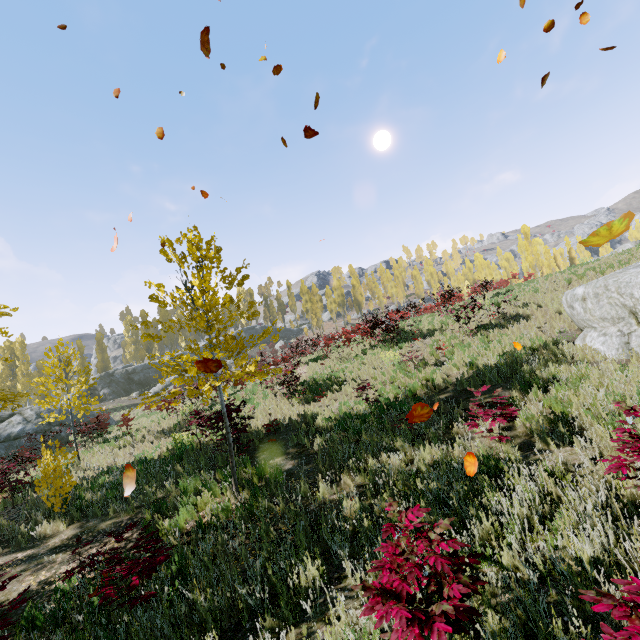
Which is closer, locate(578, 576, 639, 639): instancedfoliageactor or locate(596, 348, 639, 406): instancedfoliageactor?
locate(578, 576, 639, 639): instancedfoliageactor

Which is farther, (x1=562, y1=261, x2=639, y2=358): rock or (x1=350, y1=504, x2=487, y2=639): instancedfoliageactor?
(x1=562, y1=261, x2=639, y2=358): rock

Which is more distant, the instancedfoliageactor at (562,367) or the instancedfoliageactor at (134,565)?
the instancedfoliageactor at (562,367)

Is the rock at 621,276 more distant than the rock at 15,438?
No

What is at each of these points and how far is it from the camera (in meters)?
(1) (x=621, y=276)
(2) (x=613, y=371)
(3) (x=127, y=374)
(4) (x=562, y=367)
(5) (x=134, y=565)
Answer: (1) rock, 7.70
(2) instancedfoliageactor, 7.04
(3) rock, 40.78
(4) instancedfoliageactor, 8.09
(5) instancedfoliageactor, 4.00

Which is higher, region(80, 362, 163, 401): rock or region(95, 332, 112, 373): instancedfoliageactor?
region(95, 332, 112, 373): instancedfoliageactor

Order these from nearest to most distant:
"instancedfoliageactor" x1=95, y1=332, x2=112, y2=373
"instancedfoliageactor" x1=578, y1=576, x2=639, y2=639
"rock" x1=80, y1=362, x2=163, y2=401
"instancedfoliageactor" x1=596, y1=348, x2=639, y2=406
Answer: "instancedfoliageactor" x1=578, y1=576, x2=639, y2=639, "instancedfoliageactor" x1=596, y1=348, x2=639, y2=406, "rock" x1=80, y1=362, x2=163, y2=401, "instancedfoliageactor" x1=95, y1=332, x2=112, y2=373

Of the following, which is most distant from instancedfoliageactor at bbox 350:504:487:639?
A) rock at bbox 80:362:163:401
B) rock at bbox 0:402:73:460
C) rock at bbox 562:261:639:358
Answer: rock at bbox 562:261:639:358
